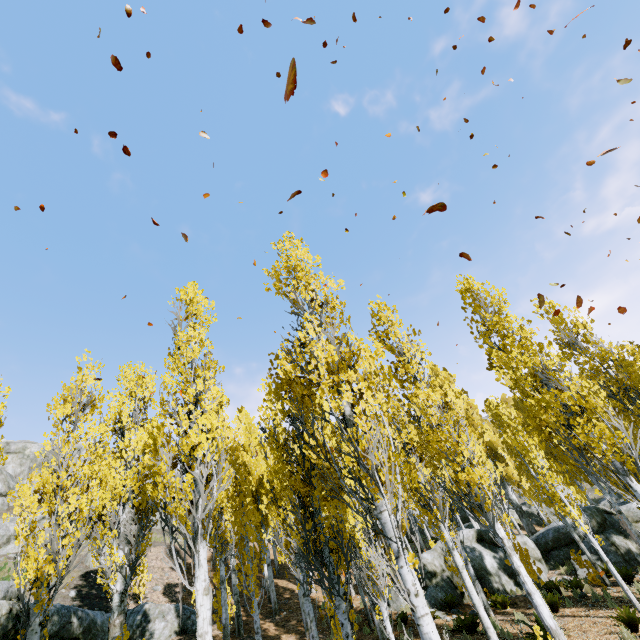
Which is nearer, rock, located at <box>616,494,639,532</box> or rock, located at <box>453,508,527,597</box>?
rock, located at <box>453,508,527,597</box>

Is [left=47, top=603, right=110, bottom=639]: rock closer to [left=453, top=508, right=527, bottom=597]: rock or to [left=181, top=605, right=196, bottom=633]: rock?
[left=181, top=605, right=196, bottom=633]: rock

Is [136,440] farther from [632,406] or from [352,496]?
[632,406]

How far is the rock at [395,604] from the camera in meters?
14.8

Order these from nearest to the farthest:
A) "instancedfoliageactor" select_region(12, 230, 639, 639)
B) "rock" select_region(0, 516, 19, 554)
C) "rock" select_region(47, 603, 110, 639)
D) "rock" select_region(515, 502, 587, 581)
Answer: "instancedfoliageactor" select_region(12, 230, 639, 639) < "rock" select_region(47, 603, 110, 639) < "rock" select_region(515, 502, 587, 581) < "rock" select_region(0, 516, 19, 554)

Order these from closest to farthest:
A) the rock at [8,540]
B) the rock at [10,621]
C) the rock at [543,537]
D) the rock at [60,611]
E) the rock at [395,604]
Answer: the rock at [10,621], the rock at [60,611], the rock at [395,604], the rock at [543,537], the rock at [8,540]

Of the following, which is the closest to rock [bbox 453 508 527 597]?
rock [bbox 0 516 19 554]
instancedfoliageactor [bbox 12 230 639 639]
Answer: Result: instancedfoliageactor [bbox 12 230 639 639]

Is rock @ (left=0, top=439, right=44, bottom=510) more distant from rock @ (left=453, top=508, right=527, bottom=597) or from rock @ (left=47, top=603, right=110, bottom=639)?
rock @ (left=453, top=508, right=527, bottom=597)
